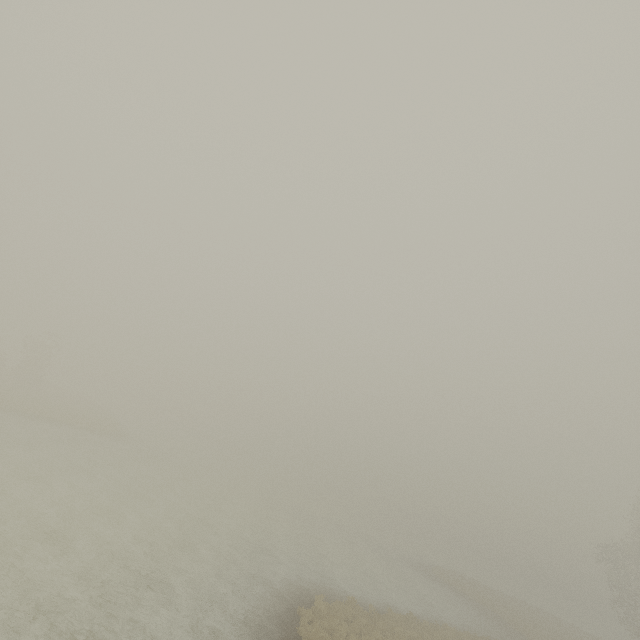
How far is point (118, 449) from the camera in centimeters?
3522cm
